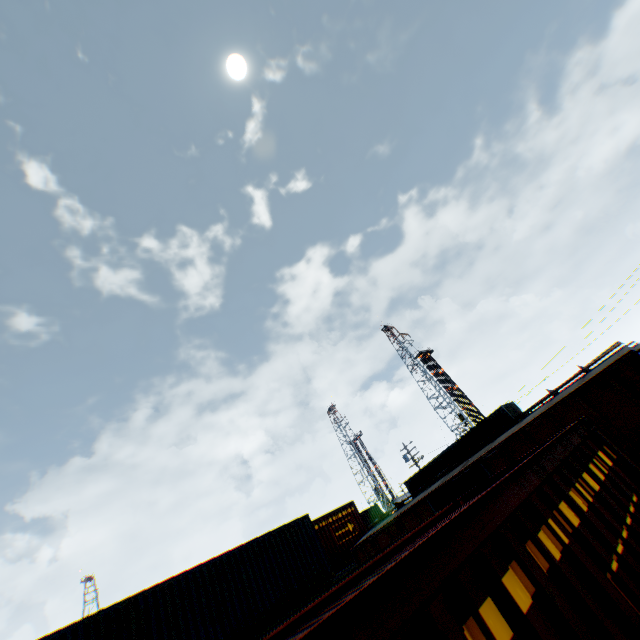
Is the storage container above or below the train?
above

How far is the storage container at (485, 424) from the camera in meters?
24.4 m

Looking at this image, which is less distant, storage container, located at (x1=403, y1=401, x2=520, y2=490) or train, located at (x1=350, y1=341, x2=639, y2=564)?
train, located at (x1=350, y1=341, x2=639, y2=564)

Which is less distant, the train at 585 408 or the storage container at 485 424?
the train at 585 408

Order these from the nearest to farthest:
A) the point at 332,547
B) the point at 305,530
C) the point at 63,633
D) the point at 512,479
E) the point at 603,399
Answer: the point at 512,479, the point at 603,399, the point at 63,633, the point at 305,530, the point at 332,547

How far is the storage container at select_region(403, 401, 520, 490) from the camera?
24.4m
